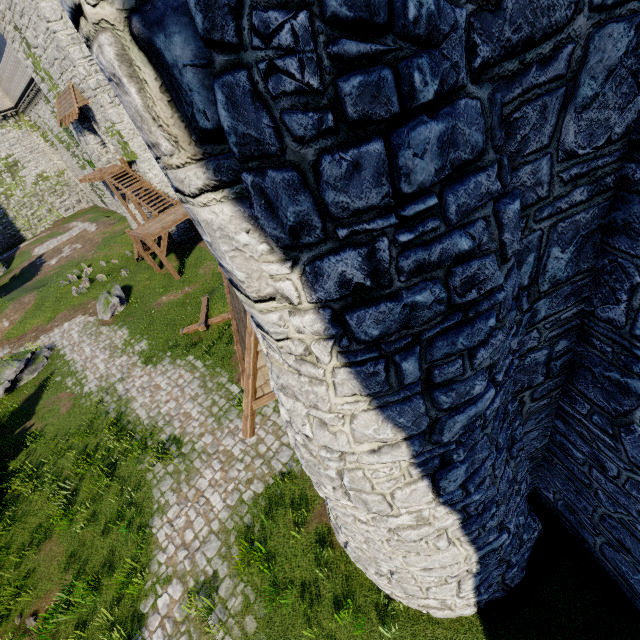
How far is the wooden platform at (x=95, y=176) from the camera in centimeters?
2255cm

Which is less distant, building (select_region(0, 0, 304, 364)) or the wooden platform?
building (select_region(0, 0, 304, 364))

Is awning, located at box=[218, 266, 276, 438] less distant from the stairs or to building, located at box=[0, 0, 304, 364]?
building, located at box=[0, 0, 304, 364]

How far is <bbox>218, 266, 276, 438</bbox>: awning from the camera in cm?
495

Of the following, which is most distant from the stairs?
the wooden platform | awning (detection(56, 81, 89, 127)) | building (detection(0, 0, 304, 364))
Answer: building (detection(0, 0, 304, 364))

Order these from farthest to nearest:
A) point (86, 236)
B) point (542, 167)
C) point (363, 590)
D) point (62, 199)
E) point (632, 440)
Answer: point (62, 199) < point (86, 236) < point (363, 590) < point (632, 440) < point (542, 167)

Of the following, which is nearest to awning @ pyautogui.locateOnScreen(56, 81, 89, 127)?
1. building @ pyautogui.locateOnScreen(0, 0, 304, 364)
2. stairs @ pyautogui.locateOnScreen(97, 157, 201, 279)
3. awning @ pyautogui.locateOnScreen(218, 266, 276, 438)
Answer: stairs @ pyautogui.locateOnScreen(97, 157, 201, 279)

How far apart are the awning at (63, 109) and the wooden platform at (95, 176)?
3.1 meters
